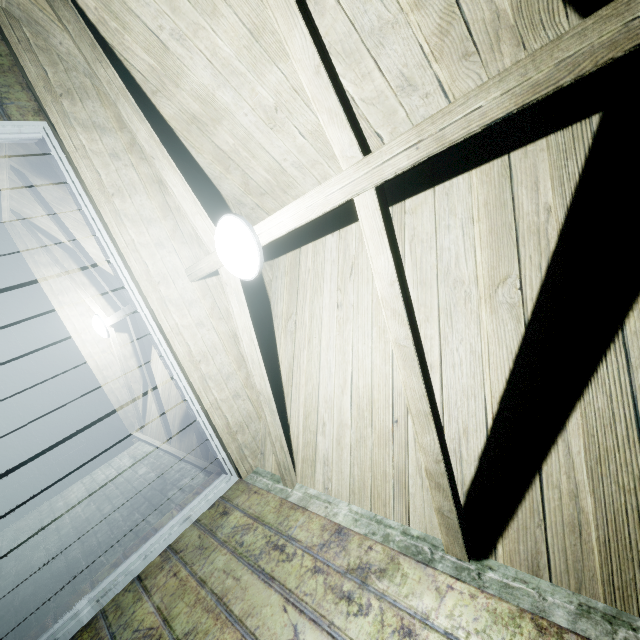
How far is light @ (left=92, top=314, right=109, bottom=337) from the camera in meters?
4.0

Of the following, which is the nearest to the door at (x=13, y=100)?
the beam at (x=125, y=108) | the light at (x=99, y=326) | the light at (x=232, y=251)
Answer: the beam at (x=125, y=108)

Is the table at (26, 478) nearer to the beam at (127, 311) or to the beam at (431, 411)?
the beam at (127, 311)

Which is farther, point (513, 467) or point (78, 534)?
point (78, 534)

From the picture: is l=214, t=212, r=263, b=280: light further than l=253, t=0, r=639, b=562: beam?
Yes

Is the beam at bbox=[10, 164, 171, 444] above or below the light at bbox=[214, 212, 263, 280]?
above

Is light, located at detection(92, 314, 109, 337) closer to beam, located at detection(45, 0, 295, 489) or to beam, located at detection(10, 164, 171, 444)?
beam, located at detection(10, 164, 171, 444)

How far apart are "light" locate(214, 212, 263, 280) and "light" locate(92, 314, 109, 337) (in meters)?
3.20
